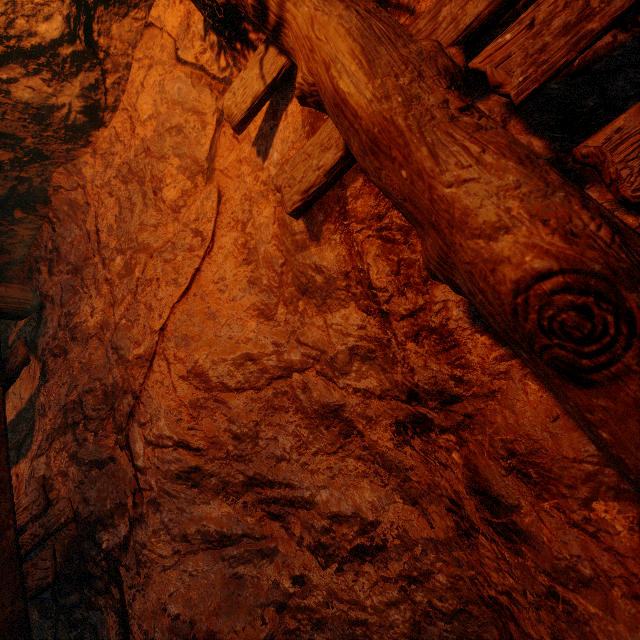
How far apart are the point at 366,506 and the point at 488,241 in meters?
1.4
